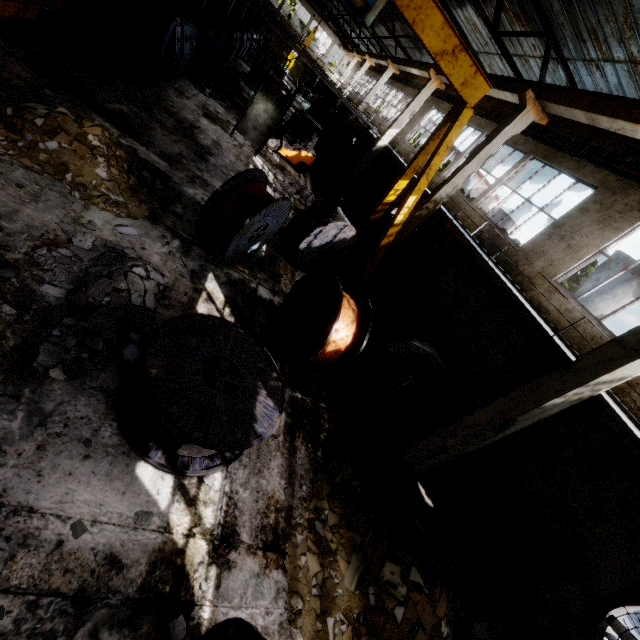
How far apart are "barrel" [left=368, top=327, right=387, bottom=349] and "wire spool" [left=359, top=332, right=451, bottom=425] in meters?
0.8 m

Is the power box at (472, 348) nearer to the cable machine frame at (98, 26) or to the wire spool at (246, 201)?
the wire spool at (246, 201)

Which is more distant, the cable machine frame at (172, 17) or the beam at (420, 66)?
the beam at (420, 66)

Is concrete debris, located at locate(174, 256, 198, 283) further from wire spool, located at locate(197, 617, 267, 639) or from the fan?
the fan

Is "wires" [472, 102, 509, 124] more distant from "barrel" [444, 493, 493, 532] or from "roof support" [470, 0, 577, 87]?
"barrel" [444, 493, 493, 532]

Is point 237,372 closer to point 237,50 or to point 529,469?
point 529,469

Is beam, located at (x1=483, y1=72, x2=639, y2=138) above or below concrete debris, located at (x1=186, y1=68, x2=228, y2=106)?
above

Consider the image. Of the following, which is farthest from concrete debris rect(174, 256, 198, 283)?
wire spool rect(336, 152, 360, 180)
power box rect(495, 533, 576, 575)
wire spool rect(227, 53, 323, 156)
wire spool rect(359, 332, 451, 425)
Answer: wire spool rect(336, 152, 360, 180)
